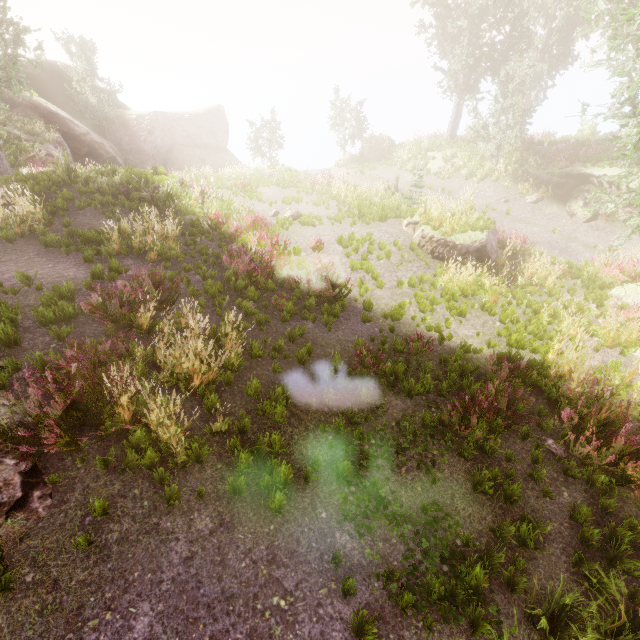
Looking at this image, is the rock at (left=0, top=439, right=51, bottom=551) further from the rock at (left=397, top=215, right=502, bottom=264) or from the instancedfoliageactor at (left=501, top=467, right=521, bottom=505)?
the rock at (left=397, top=215, right=502, bottom=264)

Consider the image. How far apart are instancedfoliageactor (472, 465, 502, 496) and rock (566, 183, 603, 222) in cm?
1713

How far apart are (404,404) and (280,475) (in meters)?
2.93

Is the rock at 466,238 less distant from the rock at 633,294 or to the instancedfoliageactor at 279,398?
the instancedfoliageactor at 279,398

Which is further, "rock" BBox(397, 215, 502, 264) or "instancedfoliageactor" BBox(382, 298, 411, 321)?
"rock" BBox(397, 215, 502, 264)

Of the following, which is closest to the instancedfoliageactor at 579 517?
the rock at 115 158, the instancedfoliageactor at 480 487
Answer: the rock at 115 158

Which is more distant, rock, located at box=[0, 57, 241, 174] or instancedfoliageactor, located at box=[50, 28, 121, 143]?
instancedfoliageactor, located at box=[50, 28, 121, 143]

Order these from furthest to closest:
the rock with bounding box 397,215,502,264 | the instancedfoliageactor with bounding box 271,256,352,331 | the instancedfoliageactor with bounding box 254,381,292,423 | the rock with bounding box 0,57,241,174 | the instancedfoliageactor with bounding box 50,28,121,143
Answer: the instancedfoliageactor with bounding box 50,28,121,143 < the rock with bounding box 0,57,241,174 < the rock with bounding box 397,215,502,264 < the instancedfoliageactor with bounding box 271,256,352,331 < the instancedfoliageactor with bounding box 254,381,292,423
